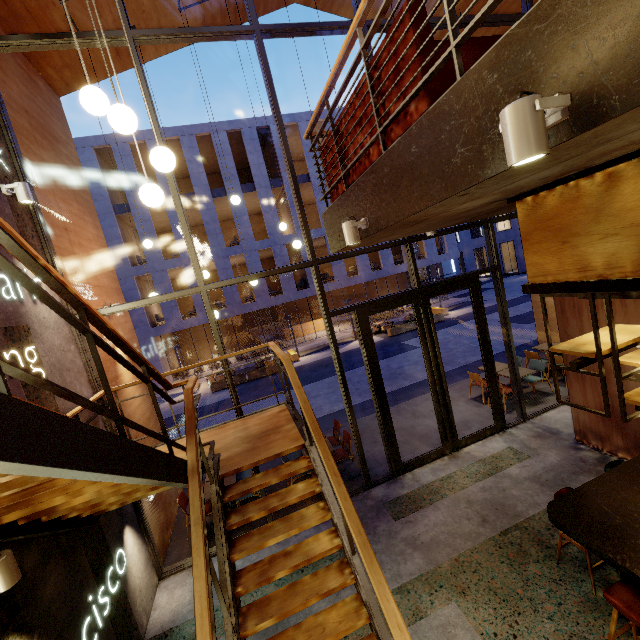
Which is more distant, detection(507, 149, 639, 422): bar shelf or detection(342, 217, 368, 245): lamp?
detection(342, 217, 368, 245): lamp

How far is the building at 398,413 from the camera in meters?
7.3

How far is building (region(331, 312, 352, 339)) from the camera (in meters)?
24.28

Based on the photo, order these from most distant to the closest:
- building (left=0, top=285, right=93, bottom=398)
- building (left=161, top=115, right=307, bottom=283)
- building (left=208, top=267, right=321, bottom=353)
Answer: building (left=208, top=267, right=321, bottom=353) → building (left=161, top=115, right=307, bottom=283) → building (left=0, top=285, right=93, bottom=398)

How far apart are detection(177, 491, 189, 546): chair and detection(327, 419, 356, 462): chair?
2.5m

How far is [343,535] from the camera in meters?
3.2

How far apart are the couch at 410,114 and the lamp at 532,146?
1.13m
